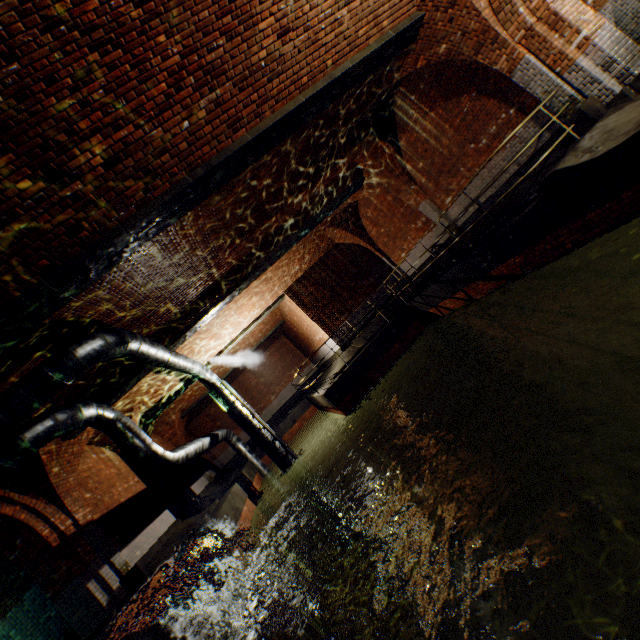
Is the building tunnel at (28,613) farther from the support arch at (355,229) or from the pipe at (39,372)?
the support arch at (355,229)

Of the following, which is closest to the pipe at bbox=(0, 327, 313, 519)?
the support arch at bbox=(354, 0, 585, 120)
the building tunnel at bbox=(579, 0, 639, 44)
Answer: the support arch at bbox=(354, 0, 585, 120)

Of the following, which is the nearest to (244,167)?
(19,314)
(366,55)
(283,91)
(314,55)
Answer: (283,91)

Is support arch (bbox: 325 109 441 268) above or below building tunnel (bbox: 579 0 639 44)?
above

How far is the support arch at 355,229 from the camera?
10.1m

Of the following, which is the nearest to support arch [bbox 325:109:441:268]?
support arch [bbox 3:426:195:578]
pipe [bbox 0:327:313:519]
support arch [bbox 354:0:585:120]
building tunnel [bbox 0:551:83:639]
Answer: support arch [bbox 354:0:585:120]

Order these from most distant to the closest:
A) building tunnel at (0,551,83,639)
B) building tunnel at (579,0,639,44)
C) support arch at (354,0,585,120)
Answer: building tunnel at (579,0,639,44), building tunnel at (0,551,83,639), support arch at (354,0,585,120)

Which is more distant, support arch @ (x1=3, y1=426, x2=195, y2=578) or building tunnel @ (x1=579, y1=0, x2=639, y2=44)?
building tunnel @ (x1=579, y1=0, x2=639, y2=44)
